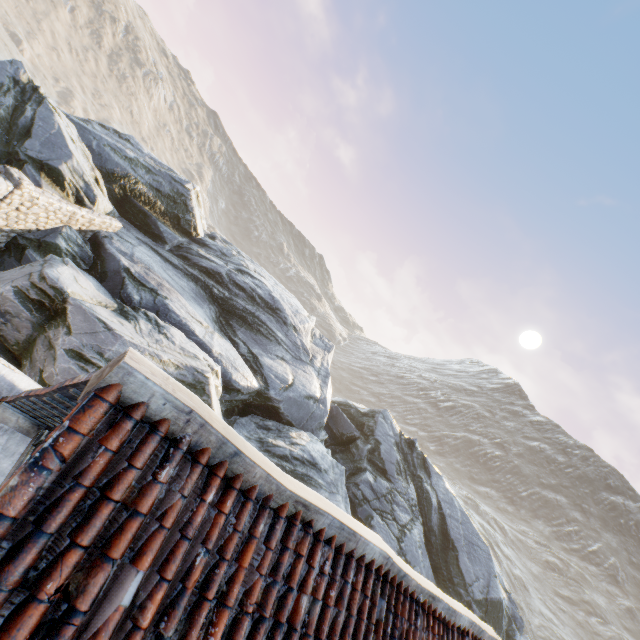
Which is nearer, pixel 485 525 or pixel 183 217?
pixel 183 217
